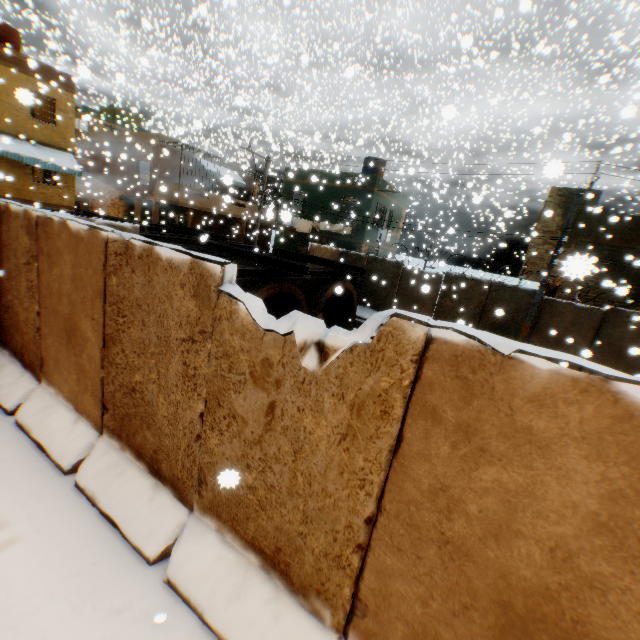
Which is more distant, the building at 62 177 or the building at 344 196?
the building at 344 196

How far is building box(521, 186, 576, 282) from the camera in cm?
1662

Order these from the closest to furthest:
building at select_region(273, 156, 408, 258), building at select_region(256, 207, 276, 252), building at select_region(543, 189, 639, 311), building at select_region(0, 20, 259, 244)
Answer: building at select_region(543, 189, 639, 311), building at select_region(256, 207, 276, 252), building at select_region(0, 20, 259, 244), building at select_region(273, 156, 408, 258)

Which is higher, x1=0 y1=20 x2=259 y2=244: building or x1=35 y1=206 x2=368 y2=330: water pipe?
x1=0 y1=20 x2=259 y2=244: building

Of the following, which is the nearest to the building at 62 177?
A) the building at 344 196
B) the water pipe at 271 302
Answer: the building at 344 196

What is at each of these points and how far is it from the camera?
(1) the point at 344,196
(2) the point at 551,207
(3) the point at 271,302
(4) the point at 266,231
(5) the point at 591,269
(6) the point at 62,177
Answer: (1) building, 20.27m
(2) building, 16.98m
(3) water pipe, 10.85m
(4) building, 29.58m
(5) building, 16.30m
(6) building, 19.05m

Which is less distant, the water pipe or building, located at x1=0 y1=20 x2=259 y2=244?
the water pipe

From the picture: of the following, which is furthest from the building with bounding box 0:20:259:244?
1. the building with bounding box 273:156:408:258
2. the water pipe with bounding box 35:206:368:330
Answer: the water pipe with bounding box 35:206:368:330
